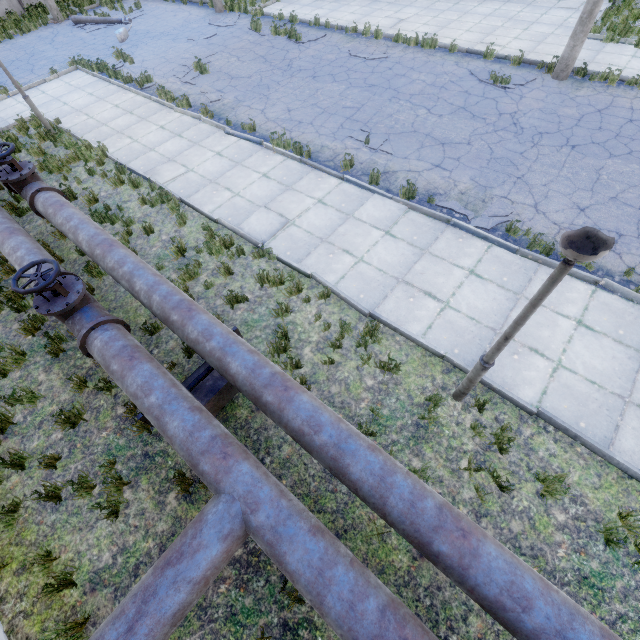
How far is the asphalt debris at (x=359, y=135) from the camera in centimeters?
939cm

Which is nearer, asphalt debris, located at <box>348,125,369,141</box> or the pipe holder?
the pipe holder

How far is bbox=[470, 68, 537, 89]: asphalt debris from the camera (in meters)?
10.43

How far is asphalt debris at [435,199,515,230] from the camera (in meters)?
7.05

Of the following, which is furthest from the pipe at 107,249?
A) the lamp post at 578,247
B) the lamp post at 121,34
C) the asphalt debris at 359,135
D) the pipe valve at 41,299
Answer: Answer: the lamp post at 121,34

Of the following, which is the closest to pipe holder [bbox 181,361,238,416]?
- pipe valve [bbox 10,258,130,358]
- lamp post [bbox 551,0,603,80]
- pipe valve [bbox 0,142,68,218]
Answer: pipe valve [bbox 10,258,130,358]

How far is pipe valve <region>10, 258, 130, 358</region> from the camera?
4.6m

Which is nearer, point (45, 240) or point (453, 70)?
point (45, 240)
